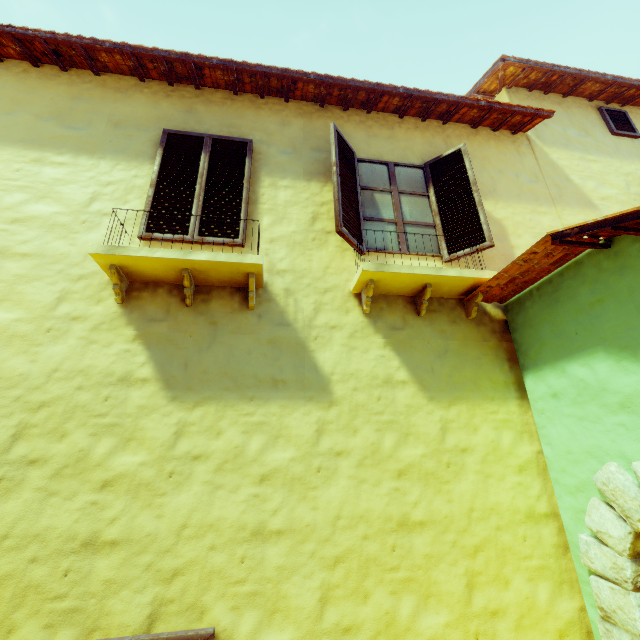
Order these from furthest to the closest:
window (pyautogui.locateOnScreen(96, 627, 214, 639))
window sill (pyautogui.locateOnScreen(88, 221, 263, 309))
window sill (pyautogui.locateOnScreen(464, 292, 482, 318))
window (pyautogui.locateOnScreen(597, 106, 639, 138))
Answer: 1. window (pyautogui.locateOnScreen(597, 106, 639, 138))
2. window sill (pyautogui.locateOnScreen(464, 292, 482, 318))
3. window sill (pyautogui.locateOnScreen(88, 221, 263, 309))
4. window (pyautogui.locateOnScreen(96, 627, 214, 639))

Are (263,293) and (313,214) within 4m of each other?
yes

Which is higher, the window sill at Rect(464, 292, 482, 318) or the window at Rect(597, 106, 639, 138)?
the window at Rect(597, 106, 639, 138)

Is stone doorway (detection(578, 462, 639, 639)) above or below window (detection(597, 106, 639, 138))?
below

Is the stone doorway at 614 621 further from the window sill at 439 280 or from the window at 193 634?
the window at 193 634

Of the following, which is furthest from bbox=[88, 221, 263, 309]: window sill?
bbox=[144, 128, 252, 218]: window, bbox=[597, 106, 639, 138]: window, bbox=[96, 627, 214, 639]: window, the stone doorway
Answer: bbox=[597, 106, 639, 138]: window

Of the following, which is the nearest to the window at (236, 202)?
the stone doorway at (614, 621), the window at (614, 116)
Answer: the stone doorway at (614, 621)

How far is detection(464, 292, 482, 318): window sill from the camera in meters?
3.6 m
